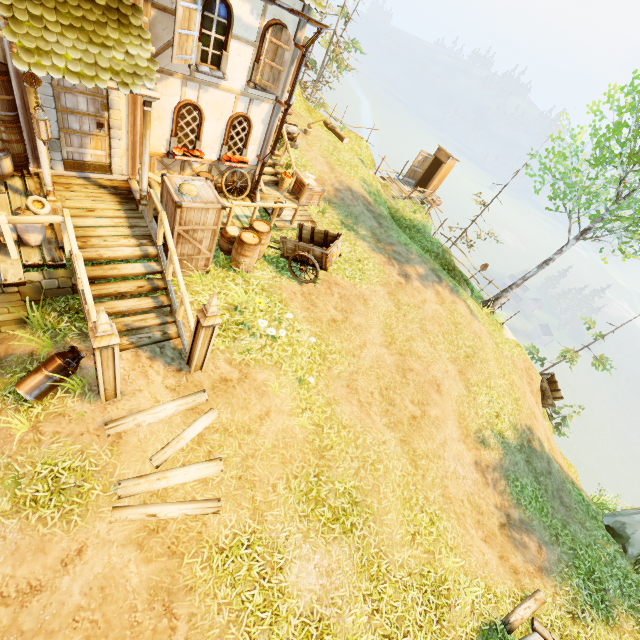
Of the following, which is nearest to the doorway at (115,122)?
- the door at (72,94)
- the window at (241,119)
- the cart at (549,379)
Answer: the door at (72,94)

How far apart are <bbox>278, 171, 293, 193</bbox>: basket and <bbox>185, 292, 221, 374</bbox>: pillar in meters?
7.8 m

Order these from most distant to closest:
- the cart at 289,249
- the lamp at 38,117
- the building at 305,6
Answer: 1. the cart at 289,249
2. the building at 305,6
3. the lamp at 38,117

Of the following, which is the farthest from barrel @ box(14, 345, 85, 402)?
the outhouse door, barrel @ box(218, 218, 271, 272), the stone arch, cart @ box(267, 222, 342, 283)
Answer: the outhouse door

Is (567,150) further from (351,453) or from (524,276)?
(351,453)

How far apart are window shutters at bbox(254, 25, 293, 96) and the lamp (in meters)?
5.31

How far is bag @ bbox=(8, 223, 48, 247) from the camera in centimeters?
572cm

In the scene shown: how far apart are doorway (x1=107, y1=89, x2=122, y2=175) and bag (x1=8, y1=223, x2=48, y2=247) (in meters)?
1.43
